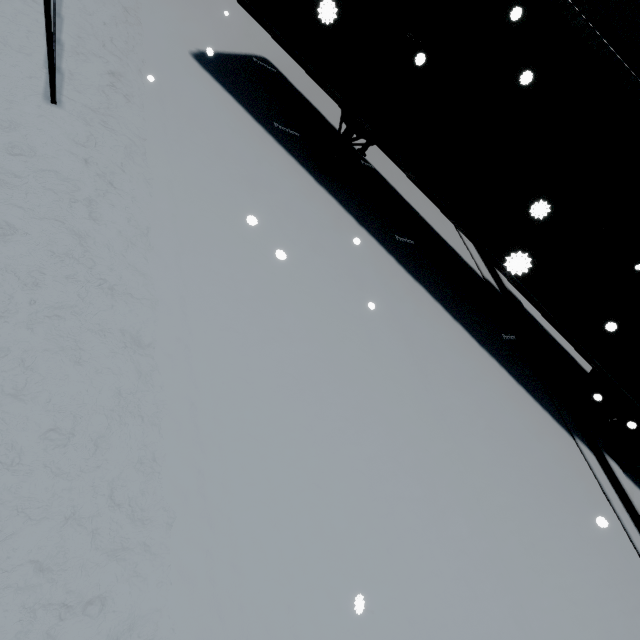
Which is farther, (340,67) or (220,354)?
(340,67)

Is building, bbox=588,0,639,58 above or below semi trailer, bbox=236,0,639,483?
above

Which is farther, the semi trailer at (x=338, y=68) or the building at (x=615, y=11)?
the building at (x=615, y=11)

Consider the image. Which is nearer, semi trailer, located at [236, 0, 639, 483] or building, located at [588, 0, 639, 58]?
semi trailer, located at [236, 0, 639, 483]

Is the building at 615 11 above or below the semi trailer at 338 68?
above
